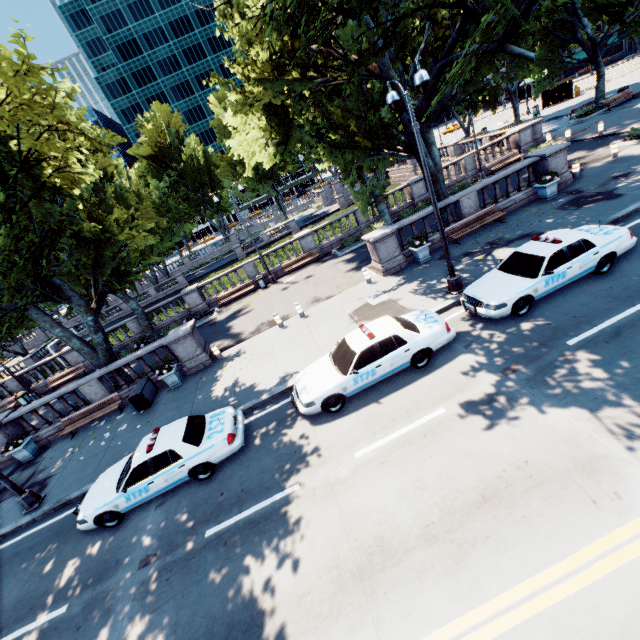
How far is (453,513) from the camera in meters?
6.0

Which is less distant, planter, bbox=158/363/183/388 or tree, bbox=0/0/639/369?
tree, bbox=0/0/639/369

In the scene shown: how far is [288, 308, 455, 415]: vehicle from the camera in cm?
934

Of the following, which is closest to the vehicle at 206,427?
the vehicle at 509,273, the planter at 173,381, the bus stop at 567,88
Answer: the vehicle at 509,273

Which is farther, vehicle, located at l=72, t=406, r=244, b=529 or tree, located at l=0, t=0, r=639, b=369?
Answer: tree, located at l=0, t=0, r=639, b=369

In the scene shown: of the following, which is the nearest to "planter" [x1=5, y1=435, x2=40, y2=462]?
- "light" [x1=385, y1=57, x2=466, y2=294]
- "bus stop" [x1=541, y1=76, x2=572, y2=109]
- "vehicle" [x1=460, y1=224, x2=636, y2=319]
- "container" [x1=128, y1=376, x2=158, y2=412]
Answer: "container" [x1=128, y1=376, x2=158, y2=412]

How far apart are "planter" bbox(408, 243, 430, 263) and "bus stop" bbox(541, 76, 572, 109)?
45.1 meters

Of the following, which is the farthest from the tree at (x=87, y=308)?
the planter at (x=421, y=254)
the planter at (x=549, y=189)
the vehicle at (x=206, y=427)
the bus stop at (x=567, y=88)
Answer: the bus stop at (x=567, y=88)
